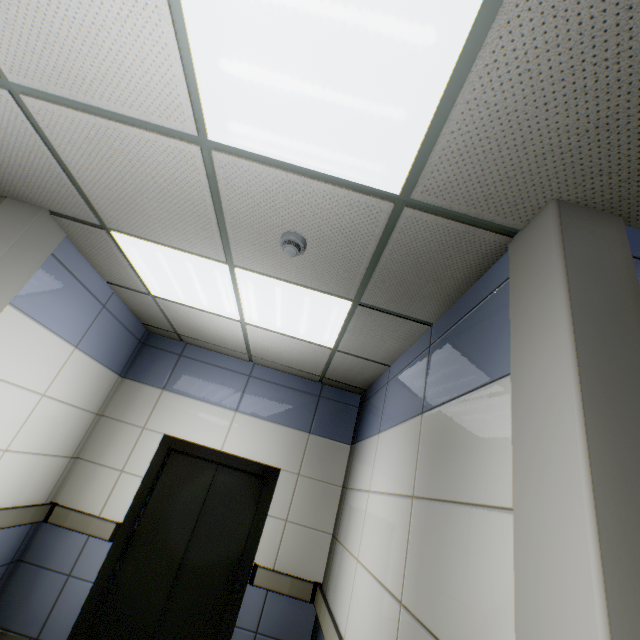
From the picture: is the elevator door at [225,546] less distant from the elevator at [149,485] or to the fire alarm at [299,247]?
the elevator at [149,485]

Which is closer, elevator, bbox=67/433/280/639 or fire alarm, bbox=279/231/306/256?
fire alarm, bbox=279/231/306/256

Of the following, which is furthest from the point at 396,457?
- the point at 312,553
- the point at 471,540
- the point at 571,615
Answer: the point at 312,553

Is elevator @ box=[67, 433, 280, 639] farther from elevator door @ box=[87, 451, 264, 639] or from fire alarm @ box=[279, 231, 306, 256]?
fire alarm @ box=[279, 231, 306, 256]

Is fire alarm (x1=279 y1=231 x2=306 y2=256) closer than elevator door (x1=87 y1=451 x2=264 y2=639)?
Yes

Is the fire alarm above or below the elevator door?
above

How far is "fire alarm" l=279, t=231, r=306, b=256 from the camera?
1.93m

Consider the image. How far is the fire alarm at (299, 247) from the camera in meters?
1.9 m
